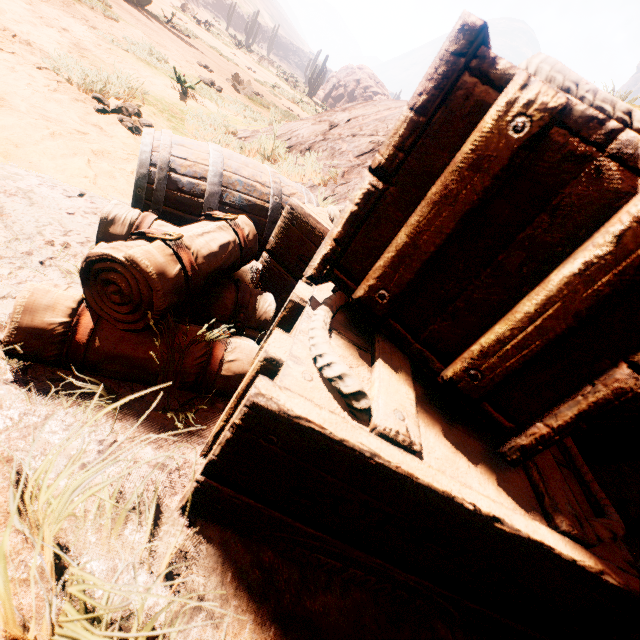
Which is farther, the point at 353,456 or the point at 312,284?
the point at 312,284

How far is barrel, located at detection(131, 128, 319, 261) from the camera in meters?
1.5

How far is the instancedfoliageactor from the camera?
23.9m

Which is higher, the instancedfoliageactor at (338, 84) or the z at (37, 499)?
the instancedfoliageactor at (338, 84)

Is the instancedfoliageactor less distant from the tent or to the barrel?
the barrel

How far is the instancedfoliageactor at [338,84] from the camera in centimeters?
2394cm

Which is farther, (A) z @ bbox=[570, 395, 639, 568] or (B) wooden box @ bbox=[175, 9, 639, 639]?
(A) z @ bbox=[570, 395, 639, 568]

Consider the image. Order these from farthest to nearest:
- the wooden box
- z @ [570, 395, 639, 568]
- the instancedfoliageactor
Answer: the instancedfoliageactor → z @ [570, 395, 639, 568] → the wooden box
